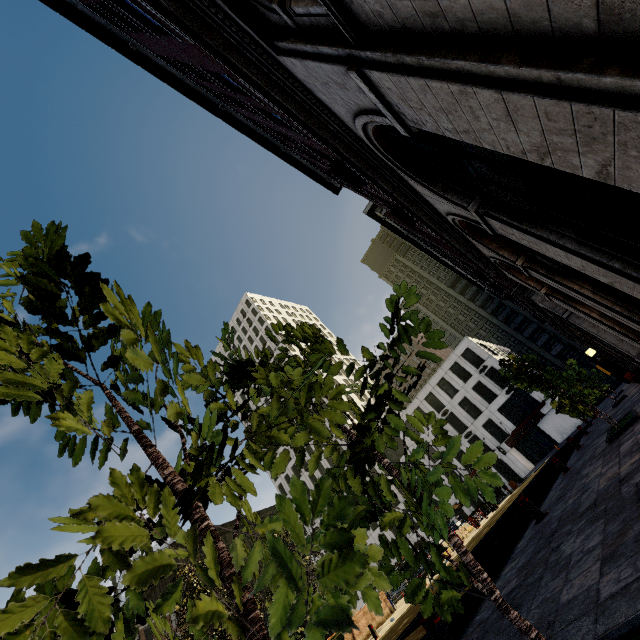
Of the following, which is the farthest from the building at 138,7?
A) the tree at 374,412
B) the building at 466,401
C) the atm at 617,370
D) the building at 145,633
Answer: the building at 466,401

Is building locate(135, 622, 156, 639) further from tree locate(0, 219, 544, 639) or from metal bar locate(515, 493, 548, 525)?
metal bar locate(515, 493, 548, 525)

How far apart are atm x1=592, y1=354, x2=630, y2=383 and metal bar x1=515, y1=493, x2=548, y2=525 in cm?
3223

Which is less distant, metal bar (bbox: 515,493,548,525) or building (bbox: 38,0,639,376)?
building (bbox: 38,0,639,376)

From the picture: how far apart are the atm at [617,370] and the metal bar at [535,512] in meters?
32.2

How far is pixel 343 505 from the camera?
0.8m

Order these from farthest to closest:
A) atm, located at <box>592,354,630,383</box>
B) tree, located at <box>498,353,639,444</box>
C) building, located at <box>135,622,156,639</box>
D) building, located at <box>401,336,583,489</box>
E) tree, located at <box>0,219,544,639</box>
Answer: building, located at <box>135,622,156,639</box>
building, located at <box>401,336,583,489</box>
atm, located at <box>592,354,630,383</box>
tree, located at <box>498,353,639,444</box>
tree, located at <box>0,219,544,639</box>

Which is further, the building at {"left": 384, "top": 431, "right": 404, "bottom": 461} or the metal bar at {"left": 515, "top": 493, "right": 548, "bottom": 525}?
the building at {"left": 384, "top": 431, "right": 404, "bottom": 461}
